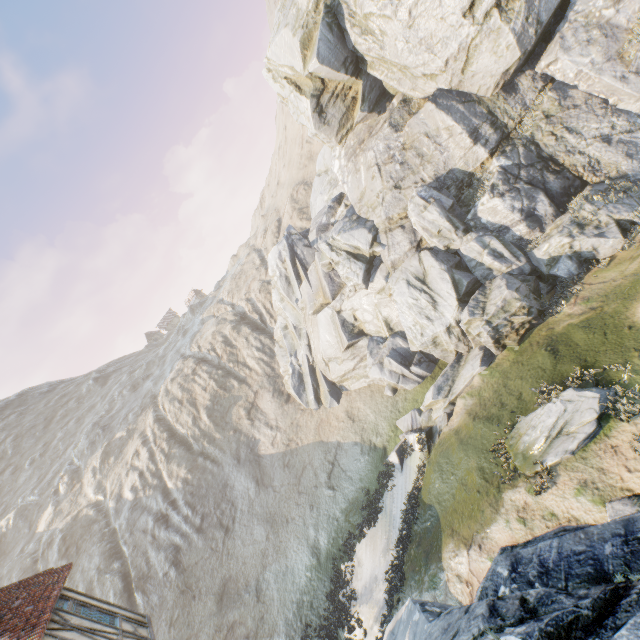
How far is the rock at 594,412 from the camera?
10.36m

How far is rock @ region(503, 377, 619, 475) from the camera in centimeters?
1036cm

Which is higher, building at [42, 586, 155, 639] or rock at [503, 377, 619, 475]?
building at [42, 586, 155, 639]

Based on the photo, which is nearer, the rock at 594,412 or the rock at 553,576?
the rock at 553,576

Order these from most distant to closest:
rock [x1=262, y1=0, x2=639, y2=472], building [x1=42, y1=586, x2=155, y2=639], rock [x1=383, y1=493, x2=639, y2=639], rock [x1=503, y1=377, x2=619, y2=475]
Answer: rock [x1=262, y1=0, x2=639, y2=472] → rock [x1=503, y1=377, x2=619, y2=475] → building [x1=42, y1=586, x2=155, y2=639] → rock [x1=383, y1=493, x2=639, y2=639]

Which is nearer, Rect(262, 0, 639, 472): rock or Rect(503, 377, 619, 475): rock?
Rect(503, 377, 619, 475): rock

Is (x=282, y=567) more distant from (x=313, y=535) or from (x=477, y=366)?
(x=477, y=366)

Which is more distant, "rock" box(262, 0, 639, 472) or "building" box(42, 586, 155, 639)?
"rock" box(262, 0, 639, 472)
